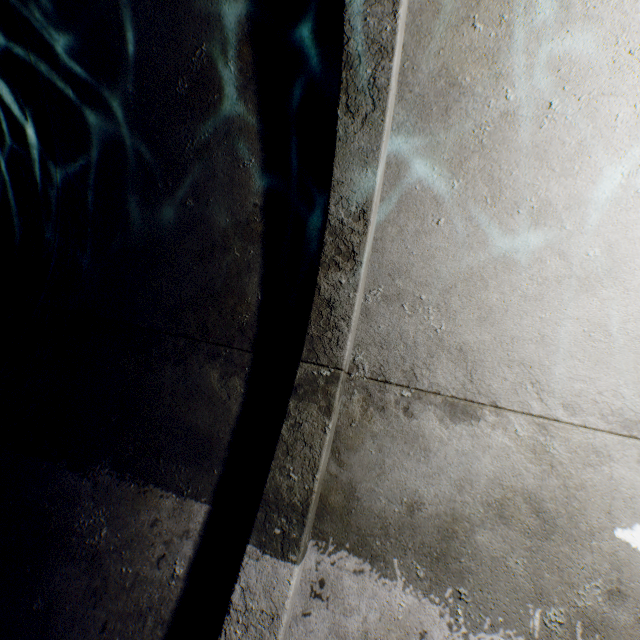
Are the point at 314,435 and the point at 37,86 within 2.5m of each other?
no
